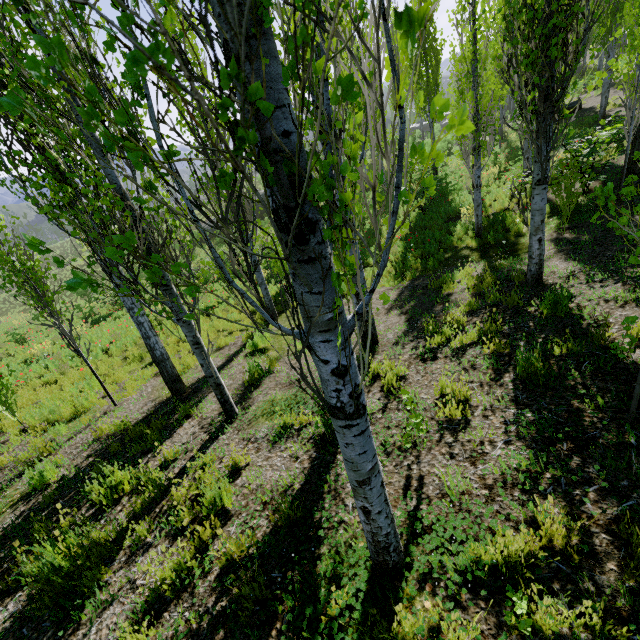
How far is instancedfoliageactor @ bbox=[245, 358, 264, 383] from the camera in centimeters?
648cm

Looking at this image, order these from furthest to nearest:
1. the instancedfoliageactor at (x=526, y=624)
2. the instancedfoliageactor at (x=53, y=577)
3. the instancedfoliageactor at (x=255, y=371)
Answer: the instancedfoliageactor at (x=255, y=371), the instancedfoliageactor at (x=53, y=577), the instancedfoliageactor at (x=526, y=624)

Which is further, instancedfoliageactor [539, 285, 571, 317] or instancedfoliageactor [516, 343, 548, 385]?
instancedfoliageactor [539, 285, 571, 317]

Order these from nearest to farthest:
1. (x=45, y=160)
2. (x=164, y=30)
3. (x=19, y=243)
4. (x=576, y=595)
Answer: Answer: (x=164, y=30) → (x=576, y=595) → (x=45, y=160) → (x=19, y=243)

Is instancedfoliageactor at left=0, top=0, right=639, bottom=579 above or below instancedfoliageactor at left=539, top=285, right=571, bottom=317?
above

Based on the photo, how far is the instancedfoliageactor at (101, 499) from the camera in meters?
4.1 m

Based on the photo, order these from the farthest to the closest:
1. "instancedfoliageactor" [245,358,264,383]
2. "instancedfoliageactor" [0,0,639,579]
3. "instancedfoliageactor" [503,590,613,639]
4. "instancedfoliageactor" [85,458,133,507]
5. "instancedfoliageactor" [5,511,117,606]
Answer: "instancedfoliageactor" [245,358,264,383] → "instancedfoliageactor" [85,458,133,507] → "instancedfoliageactor" [5,511,117,606] → "instancedfoliageactor" [503,590,613,639] → "instancedfoliageactor" [0,0,639,579]
